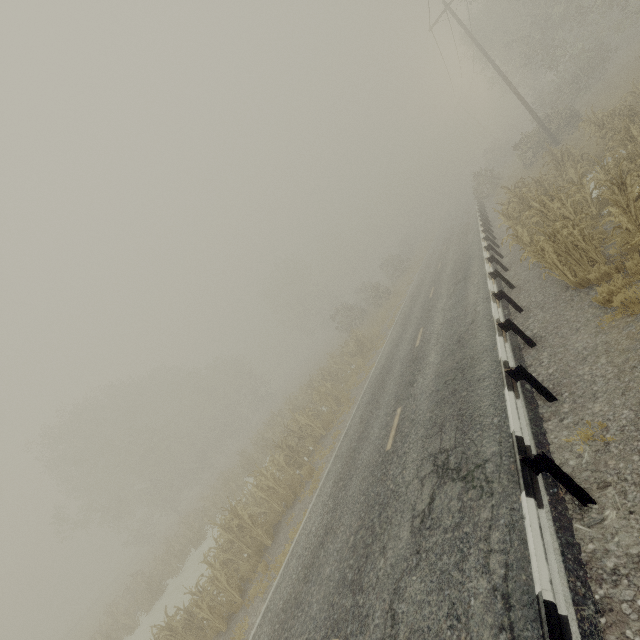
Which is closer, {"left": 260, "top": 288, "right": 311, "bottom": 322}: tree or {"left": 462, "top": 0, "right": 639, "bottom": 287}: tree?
{"left": 462, "top": 0, "right": 639, "bottom": 287}: tree

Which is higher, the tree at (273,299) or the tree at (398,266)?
the tree at (273,299)

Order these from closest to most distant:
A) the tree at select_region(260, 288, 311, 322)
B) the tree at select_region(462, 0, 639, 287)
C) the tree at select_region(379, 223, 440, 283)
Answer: the tree at select_region(462, 0, 639, 287) < the tree at select_region(379, 223, 440, 283) < the tree at select_region(260, 288, 311, 322)

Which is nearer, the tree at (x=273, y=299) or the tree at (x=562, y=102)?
the tree at (x=562, y=102)

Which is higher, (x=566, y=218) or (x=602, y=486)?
(x=566, y=218)

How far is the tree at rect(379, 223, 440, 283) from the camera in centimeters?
3934cm

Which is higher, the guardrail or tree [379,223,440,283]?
Answer: tree [379,223,440,283]
